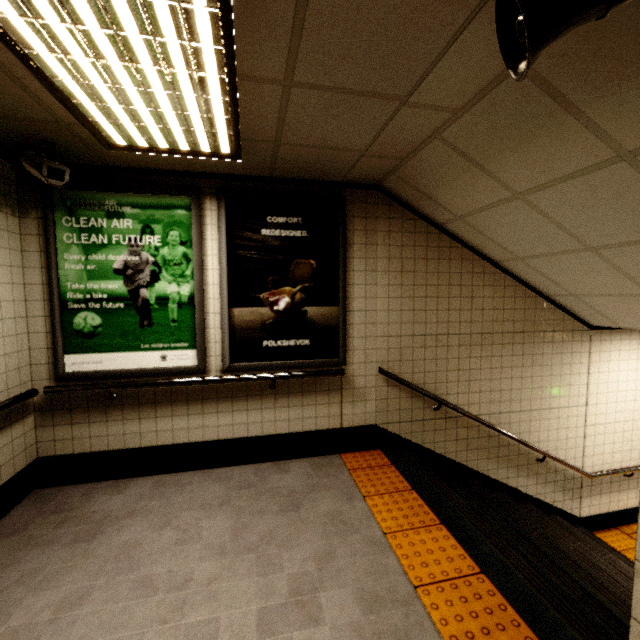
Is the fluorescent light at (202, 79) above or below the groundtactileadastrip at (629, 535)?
above

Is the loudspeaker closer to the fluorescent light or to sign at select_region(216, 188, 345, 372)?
the fluorescent light

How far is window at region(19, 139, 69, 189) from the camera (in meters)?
2.34

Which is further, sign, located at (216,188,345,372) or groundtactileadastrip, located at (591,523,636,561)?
groundtactileadastrip, located at (591,523,636,561)

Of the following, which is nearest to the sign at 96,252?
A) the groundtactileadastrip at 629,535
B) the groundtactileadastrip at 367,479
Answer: the groundtactileadastrip at 367,479

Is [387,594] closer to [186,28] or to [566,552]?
[566,552]

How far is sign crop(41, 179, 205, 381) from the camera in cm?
285

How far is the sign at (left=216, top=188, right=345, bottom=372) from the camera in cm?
315
